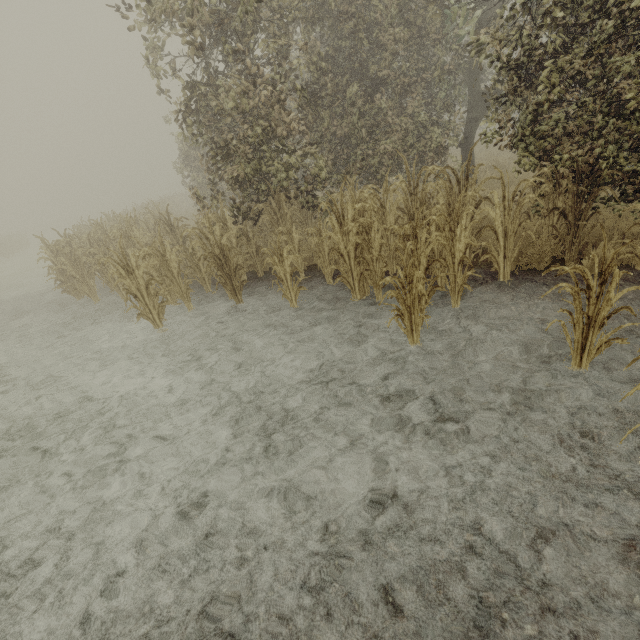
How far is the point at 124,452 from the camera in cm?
374
